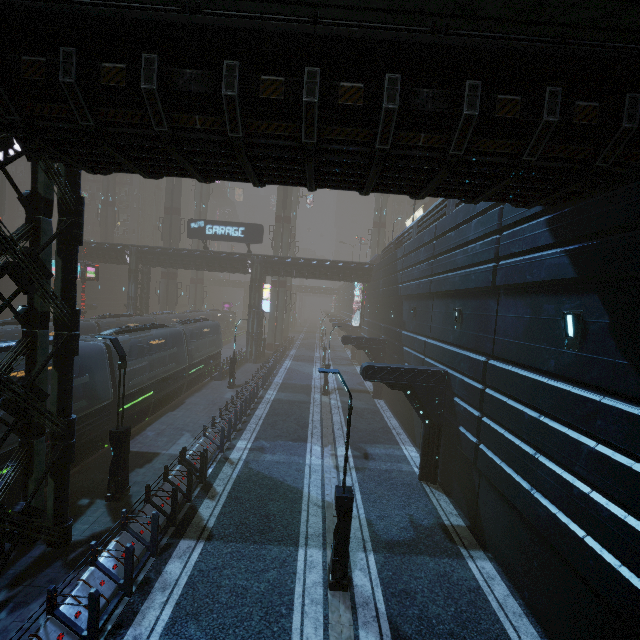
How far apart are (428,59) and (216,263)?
32.6m

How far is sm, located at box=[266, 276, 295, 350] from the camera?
45.2 meters

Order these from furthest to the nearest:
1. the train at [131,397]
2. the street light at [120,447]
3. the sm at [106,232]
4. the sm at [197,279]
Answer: the sm at [197,279] < the sm at [106,232] < the train at [131,397] < the street light at [120,447]

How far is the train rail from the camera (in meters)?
44.29

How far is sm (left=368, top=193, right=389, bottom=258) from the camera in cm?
5519

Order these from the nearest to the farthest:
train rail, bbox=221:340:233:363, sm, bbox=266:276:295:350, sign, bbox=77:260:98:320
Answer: sign, bbox=77:260:98:320, train rail, bbox=221:340:233:363, sm, bbox=266:276:295:350

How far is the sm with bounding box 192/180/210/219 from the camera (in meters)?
54.91

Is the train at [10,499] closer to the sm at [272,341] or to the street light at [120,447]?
the street light at [120,447]
